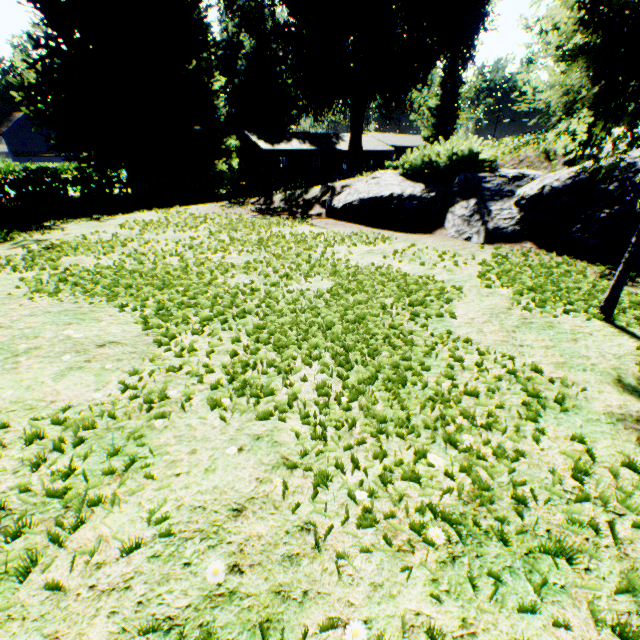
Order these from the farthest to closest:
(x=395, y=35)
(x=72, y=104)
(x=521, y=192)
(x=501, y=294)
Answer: (x=395, y=35) → (x=72, y=104) → (x=521, y=192) → (x=501, y=294)

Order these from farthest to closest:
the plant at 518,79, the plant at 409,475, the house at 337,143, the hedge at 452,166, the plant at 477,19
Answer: the house at 337,143 → the plant at 477,19 → the hedge at 452,166 → the plant at 518,79 → the plant at 409,475

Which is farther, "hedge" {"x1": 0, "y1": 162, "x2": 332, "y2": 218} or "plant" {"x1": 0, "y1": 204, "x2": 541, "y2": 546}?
"hedge" {"x1": 0, "y1": 162, "x2": 332, "y2": 218}

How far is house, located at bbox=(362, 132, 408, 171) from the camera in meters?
47.2

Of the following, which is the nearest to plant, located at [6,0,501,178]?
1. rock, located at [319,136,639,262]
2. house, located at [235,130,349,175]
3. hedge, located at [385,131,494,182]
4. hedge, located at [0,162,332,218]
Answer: rock, located at [319,136,639,262]

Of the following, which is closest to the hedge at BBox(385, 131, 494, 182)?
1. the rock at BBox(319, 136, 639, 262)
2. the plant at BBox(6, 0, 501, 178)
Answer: the rock at BBox(319, 136, 639, 262)

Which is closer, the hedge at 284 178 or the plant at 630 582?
the plant at 630 582
